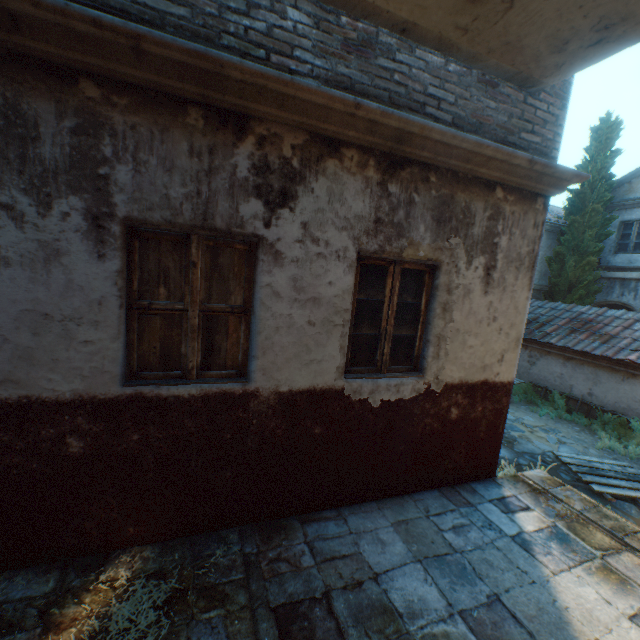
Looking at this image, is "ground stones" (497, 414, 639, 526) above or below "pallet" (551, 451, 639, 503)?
Answer: below

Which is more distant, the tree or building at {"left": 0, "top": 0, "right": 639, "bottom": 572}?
the tree

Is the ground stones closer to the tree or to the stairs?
the stairs

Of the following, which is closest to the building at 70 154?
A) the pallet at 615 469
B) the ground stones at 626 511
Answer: the ground stones at 626 511

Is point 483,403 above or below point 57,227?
below

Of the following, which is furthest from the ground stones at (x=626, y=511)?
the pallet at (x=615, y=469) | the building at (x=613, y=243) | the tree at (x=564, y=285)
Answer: the building at (x=613, y=243)

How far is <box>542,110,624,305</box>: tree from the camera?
12.66m
